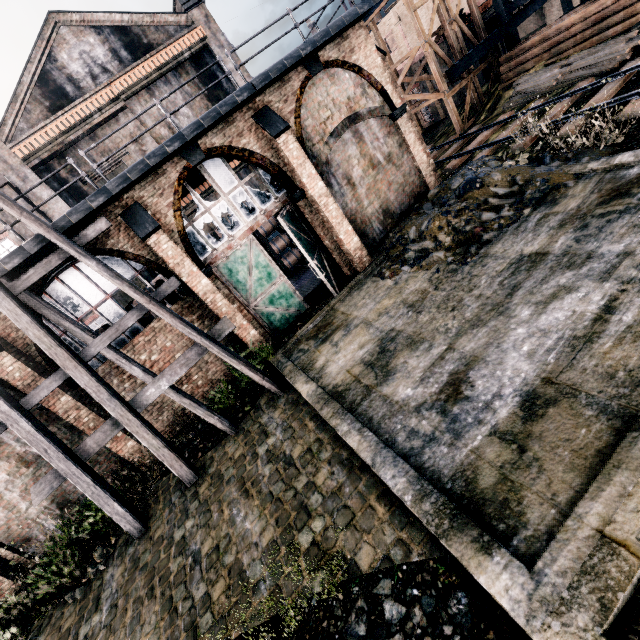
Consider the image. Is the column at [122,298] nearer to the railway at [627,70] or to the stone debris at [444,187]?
the stone debris at [444,187]

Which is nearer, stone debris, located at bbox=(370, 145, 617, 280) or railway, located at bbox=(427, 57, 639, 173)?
stone debris, located at bbox=(370, 145, 617, 280)

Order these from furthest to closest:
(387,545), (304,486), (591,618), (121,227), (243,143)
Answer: (243,143), (121,227), (304,486), (387,545), (591,618)

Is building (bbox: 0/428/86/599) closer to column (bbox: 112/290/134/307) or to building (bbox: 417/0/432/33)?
column (bbox: 112/290/134/307)

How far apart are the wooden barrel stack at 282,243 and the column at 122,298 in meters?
7.6

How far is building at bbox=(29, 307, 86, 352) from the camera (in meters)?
10.98

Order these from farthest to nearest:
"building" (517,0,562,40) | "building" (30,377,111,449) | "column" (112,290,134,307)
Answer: "building" (517,0,562,40)
"column" (112,290,134,307)
"building" (30,377,111,449)
